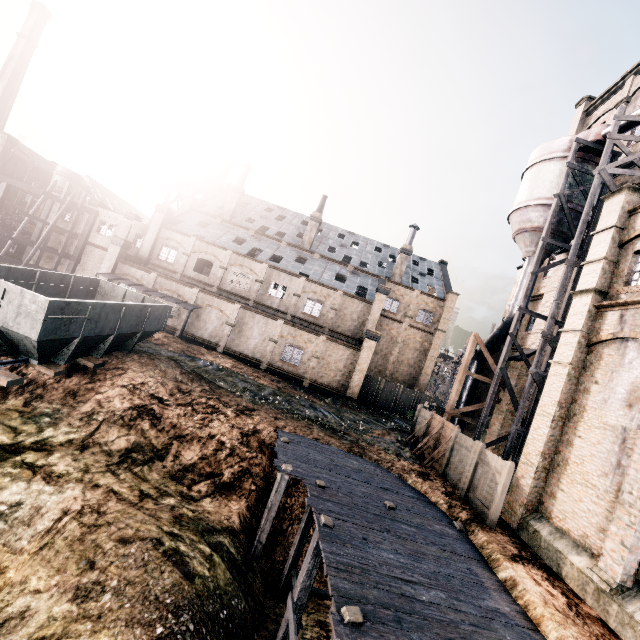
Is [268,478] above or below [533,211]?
below

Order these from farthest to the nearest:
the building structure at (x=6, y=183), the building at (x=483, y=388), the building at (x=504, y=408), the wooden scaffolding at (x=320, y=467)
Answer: the building structure at (x=6, y=183) → the building at (x=483, y=388) → the building at (x=504, y=408) → the wooden scaffolding at (x=320, y=467)

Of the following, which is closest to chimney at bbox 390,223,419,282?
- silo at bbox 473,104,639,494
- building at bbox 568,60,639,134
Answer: building at bbox 568,60,639,134

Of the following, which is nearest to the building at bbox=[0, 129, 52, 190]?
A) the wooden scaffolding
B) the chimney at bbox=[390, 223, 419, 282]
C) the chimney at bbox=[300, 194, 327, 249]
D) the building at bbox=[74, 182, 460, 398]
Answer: the building at bbox=[74, 182, 460, 398]

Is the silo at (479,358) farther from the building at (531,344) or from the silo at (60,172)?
the silo at (60,172)

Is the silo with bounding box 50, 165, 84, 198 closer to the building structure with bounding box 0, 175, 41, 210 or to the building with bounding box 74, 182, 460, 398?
the building with bounding box 74, 182, 460, 398

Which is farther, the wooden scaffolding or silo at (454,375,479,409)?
silo at (454,375,479,409)

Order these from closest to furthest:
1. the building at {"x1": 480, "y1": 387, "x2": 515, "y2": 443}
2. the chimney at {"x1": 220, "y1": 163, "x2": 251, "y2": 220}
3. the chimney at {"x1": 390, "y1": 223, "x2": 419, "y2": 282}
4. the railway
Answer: the railway < the building at {"x1": 480, "y1": 387, "x2": 515, "y2": 443} < the chimney at {"x1": 390, "y1": 223, "x2": 419, "y2": 282} < the chimney at {"x1": 220, "y1": 163, "x2": 251, "y2": 220}
